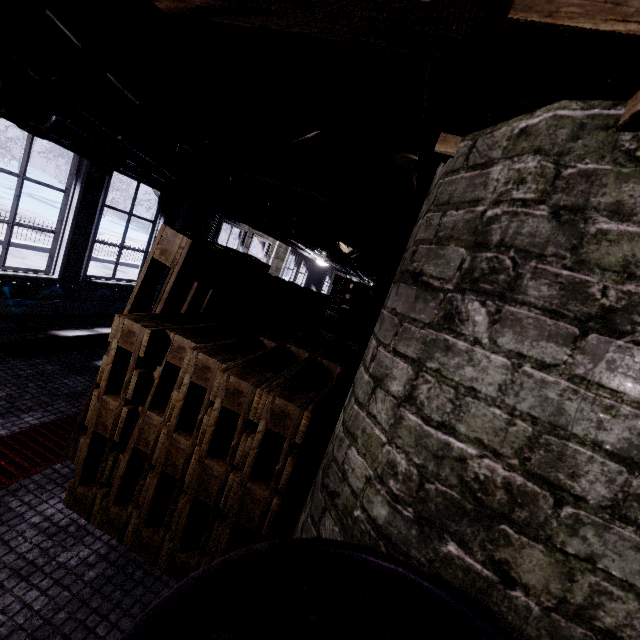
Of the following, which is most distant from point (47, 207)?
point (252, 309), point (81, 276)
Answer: point (252, 309)

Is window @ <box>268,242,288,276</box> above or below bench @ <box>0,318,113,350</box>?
above

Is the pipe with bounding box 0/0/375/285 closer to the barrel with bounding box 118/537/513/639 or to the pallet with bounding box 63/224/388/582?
the pallet with bounding box 63/224/388/582

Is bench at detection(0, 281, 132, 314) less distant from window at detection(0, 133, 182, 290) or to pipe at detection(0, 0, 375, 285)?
window at detection(0, 133, 182, 290)

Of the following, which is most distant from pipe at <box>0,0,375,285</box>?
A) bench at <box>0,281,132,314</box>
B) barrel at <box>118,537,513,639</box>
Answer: bench at <box>0,281,132,314</box>

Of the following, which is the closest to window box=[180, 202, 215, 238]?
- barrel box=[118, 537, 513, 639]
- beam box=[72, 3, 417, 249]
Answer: beam box=[72, 3, 417, 249]

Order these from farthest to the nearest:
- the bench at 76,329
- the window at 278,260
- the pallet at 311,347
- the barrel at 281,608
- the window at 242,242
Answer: the window at 278,260 < the window at 242,242 < the bench at 76,329 < the pallet at 311,347 < the barrel at 281,608

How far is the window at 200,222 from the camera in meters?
4.6 m
